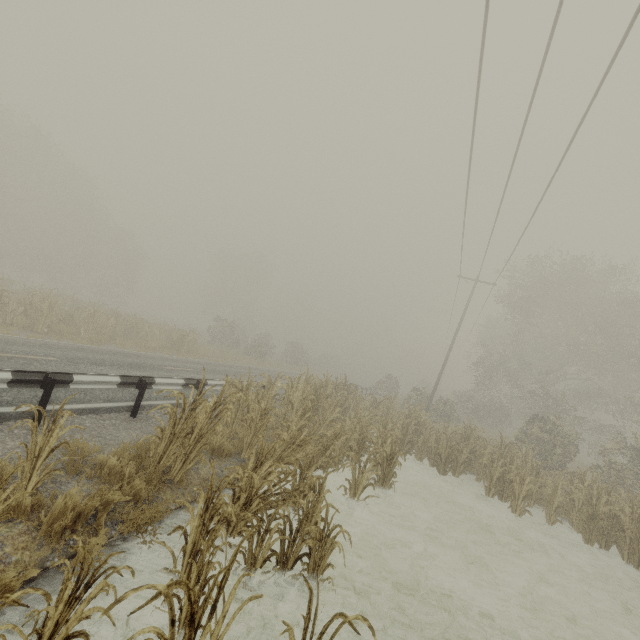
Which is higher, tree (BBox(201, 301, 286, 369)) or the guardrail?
tree (BBox(201, 301, 286, 369))

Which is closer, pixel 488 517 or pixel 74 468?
pixel 74 468

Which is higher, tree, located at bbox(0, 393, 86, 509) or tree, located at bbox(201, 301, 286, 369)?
tree, located at bbox(201, 301, 286, 369)

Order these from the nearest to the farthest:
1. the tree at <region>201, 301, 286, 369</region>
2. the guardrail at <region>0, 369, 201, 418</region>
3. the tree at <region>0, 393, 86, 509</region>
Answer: the tree at <region>0, 393, 86, 509</region>, the guardrail at <region>0, 369, 201, 418</region>, the tree at <region>201, 301, 286, 369</region>

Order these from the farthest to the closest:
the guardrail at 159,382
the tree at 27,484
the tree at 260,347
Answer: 1. the tree at 260,347
2. the guardrail at 159,382
3. the tree at 27,484

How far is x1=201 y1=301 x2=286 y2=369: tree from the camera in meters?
32.5

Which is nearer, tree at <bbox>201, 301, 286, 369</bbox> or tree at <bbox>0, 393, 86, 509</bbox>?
tree at <bbox>0, 393, 86, 509</bbox>

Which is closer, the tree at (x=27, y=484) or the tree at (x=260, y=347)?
the tree at (x=27, y=484)
